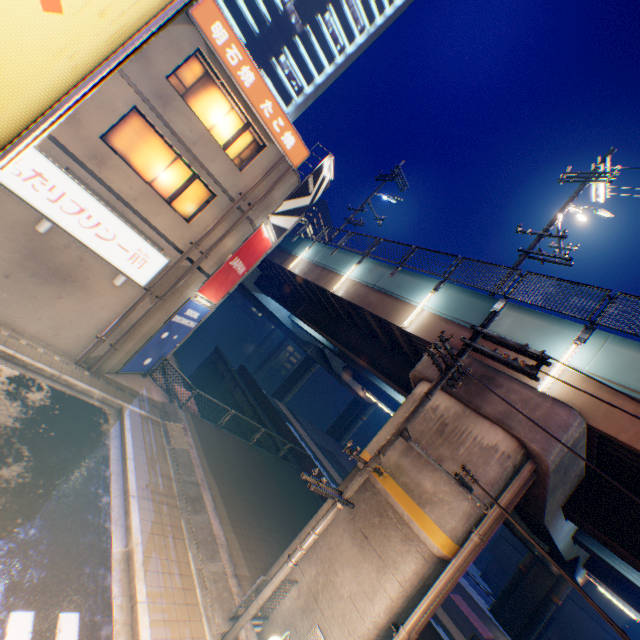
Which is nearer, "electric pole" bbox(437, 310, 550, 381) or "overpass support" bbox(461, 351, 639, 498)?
"electric pole" bbox(437, 310, 550, 381)

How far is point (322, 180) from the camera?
16.5m

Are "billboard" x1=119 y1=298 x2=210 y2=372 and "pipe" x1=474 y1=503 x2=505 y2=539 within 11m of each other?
no

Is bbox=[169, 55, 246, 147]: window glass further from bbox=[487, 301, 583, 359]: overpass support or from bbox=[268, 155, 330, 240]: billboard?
bbox=[487, 301, 583, 359]: overpass support

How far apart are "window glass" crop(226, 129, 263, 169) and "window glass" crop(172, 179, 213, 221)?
1.46m

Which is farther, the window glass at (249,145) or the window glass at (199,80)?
the window glass at (249,145)

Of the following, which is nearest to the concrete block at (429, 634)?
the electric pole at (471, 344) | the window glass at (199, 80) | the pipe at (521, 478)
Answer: the pipe at (521, 478)

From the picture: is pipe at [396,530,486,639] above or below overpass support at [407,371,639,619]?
below
